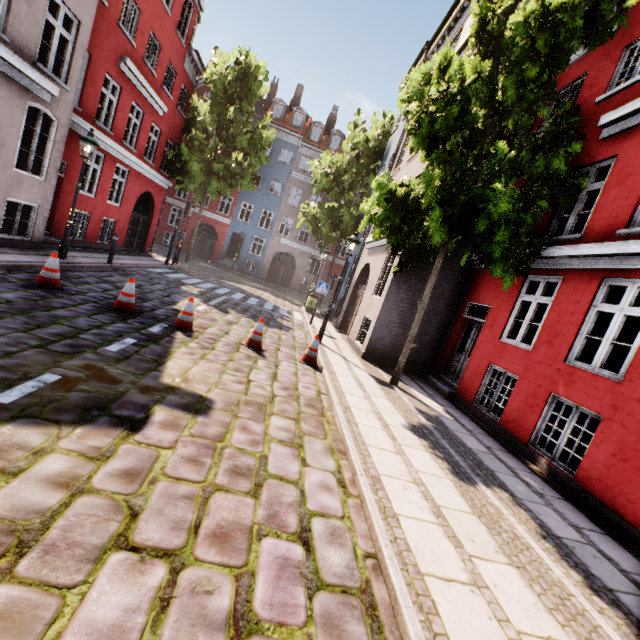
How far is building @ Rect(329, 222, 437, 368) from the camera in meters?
10.4

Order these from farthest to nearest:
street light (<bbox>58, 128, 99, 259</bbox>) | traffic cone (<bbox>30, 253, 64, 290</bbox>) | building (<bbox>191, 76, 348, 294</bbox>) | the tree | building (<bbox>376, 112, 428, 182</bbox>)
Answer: building (<bbox>191, 76, 348, 294</bbox>) → the tree → building (<bbox>376, 112, 428, 182</bbox>) → street light (<bbox>58, 128, 99, 259</bbox>) → traffic cone (<bbox>30, 253, 64, 290</bbox>)

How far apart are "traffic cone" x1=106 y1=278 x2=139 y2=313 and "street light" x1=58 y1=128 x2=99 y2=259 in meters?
4.1 m

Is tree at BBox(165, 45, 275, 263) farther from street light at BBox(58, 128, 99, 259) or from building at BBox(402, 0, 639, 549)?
street light at BBox(58, 128, 99, 259)

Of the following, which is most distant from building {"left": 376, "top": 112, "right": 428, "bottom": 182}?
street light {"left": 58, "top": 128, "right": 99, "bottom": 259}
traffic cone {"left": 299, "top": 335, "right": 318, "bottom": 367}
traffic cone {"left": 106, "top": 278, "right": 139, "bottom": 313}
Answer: traffic cone {"left": 106, "top": 278, "right": 139, "bottom": 313}

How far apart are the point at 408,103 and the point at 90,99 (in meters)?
11.14

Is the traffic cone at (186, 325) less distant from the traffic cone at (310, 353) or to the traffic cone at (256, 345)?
the traffic cone at (256, 345)

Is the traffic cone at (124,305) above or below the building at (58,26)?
below
